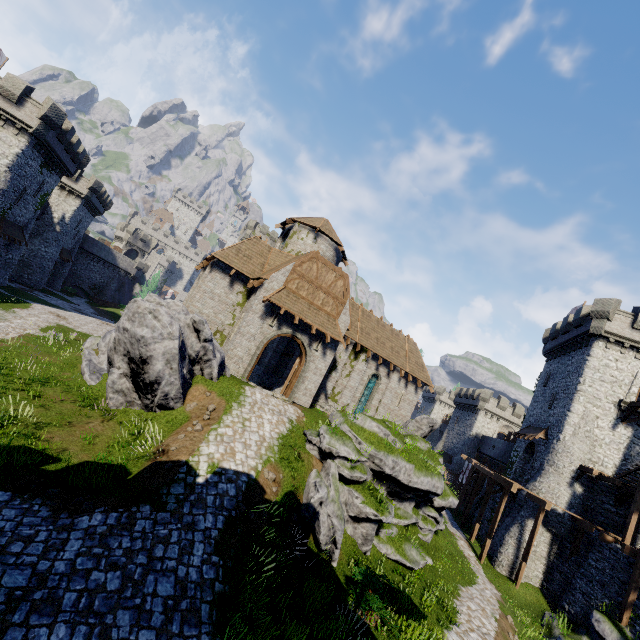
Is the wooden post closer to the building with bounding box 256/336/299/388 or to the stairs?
the stairs

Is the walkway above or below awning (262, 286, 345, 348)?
below

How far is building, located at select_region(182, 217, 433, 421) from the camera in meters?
19.7 m

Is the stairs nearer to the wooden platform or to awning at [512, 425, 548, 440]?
the wooden platform

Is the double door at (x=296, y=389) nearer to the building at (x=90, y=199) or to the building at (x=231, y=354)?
the building at (x=231, y=354)

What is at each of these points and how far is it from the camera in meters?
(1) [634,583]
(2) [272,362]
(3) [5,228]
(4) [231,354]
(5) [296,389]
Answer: (1) stairs, 16.7 m
(2) building, 28.3 m
(3) awning, 29.7 m
(4) building, 18.5 m
(5) double door, 20.2 m

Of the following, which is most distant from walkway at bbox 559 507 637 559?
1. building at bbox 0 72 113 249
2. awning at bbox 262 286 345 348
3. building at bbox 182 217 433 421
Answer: building at bbox 0 72 113 249

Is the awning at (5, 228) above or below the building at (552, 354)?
below
